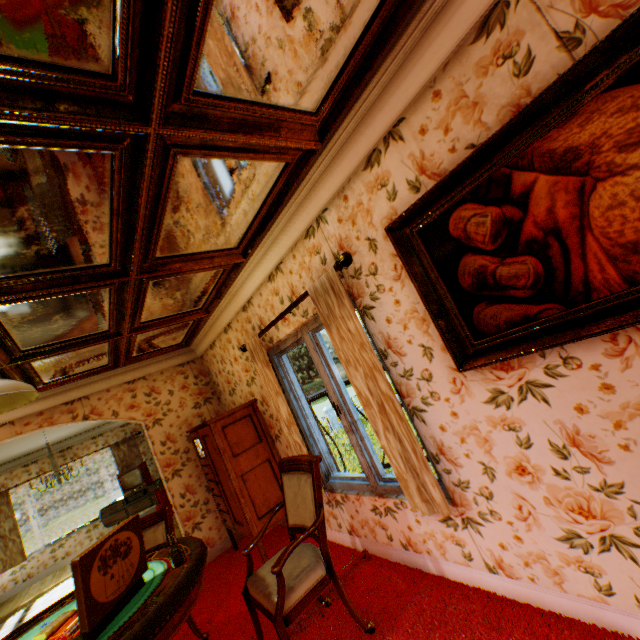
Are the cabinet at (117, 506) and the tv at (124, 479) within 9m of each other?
yes

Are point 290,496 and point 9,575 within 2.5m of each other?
no

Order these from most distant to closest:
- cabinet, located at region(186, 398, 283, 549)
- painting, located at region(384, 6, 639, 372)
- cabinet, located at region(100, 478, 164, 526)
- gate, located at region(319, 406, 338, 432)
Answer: gate, located at region(319, 406, 338, 432) → cabinet, located at region(100, 478, 164, 526) → cabinet, located at region(186, 398, 283, 549) → painting, located at region(384, 6, 639, 372)

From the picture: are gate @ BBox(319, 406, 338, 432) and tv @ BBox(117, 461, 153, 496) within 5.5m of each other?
no

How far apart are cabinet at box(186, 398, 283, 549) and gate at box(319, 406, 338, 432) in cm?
2659

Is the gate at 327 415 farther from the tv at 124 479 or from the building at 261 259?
the tv at 124 479

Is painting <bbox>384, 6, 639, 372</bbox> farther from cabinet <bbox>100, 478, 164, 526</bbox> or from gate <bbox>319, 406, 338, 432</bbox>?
gate <bbox>319, 406, 338, 432</bbox>

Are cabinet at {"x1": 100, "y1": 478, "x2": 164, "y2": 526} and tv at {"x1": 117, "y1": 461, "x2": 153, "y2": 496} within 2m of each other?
yes
